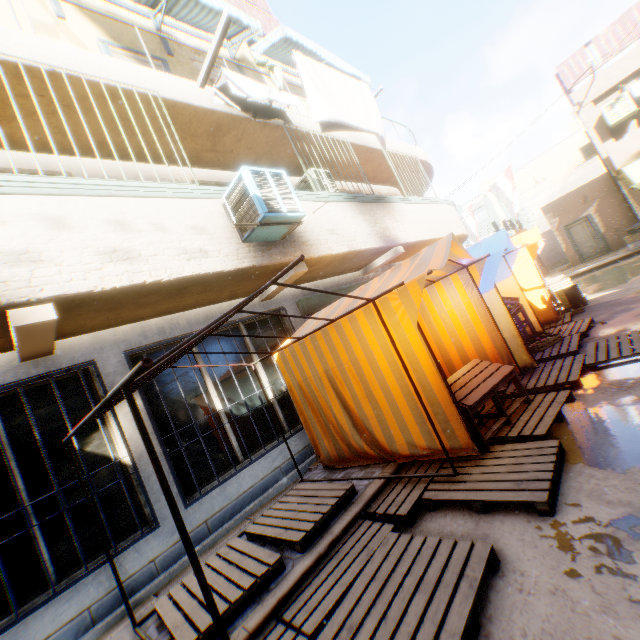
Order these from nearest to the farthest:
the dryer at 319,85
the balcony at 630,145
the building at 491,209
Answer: the dryer at 319,85
the balcony at 630,145
the building at 491,209

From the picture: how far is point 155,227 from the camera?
4.1m

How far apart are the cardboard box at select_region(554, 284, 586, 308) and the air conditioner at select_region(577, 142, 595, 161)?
5.88m

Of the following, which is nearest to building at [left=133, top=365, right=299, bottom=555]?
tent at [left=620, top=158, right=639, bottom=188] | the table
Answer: tent at [left=620, top=158, right=639, bottom=188]

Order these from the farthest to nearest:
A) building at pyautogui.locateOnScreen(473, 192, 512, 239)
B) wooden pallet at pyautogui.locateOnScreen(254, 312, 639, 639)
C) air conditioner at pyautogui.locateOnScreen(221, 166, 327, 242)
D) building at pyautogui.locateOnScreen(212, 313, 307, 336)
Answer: building at pyautogui.locateOnScreen(473, 192, 512, 239) < building at pyautogui.locateOnScreen(212, 313, 307, 336) < air conditioner at pyautogui.locateOnScreen(221, 166, 327, 242) < wooden pallet at pyautogui.locateOnScreen(254, 312, 639, 639)

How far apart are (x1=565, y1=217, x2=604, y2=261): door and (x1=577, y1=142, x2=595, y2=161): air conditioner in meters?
2.4 m

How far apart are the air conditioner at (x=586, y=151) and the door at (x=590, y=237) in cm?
238

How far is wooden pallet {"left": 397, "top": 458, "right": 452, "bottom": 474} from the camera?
3.8m
